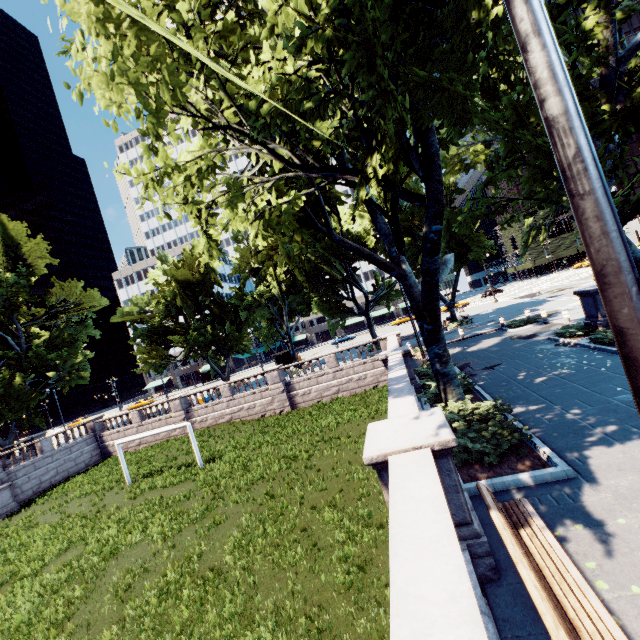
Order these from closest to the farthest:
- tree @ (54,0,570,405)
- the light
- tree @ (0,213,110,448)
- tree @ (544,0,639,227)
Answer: the light < tree @ (54,0,570,405) < tree @ (544,0,639,227) < tree @ (0,213,110,448)

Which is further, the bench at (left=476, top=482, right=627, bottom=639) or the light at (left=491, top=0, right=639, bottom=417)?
the bench at (left=476, top=482, right=627, bottom=639)

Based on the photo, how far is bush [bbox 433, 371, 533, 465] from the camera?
7.8m

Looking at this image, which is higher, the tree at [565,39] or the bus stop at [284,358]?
the tree at [565,39]

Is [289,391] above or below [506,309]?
below

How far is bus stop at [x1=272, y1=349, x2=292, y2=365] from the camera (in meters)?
47.88

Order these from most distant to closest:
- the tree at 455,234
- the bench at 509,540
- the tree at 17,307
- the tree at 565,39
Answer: the tree at 17,307 → the tree at 565,39 → the tree at 455,234 → the bench at 509,540

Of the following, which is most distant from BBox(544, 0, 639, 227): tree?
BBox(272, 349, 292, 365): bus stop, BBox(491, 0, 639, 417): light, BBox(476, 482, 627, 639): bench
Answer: A: BBox(272, 349, 292, 365): bus stop
